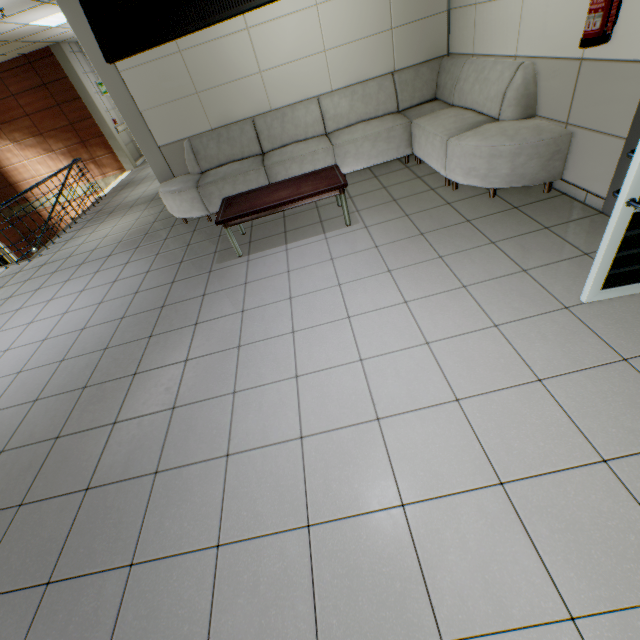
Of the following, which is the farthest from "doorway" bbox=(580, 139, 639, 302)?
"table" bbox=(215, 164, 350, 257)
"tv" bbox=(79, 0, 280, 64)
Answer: "table" bbox=(215, 164, 350, 257)

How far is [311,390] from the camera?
2.3m

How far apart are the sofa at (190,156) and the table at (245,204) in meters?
0.7

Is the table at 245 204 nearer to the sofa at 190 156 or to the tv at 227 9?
the sofa at 190 156

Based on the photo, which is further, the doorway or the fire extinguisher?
the fire extinguisher

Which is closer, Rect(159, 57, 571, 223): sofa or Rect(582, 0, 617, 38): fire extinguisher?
Rect(582, 0, 617, 38): fire extinguisher

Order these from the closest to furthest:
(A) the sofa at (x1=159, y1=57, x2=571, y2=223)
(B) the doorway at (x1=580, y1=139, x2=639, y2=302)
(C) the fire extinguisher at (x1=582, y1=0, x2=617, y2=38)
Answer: Answer:
1. (B) the doorway at (x1=580, y1=139, x2=639, y2=302)
2. (C) the fire extinguisher at (x1=582, y1=0, x2=617, y2=38)
3. (A) the sofa at (x1=159, y1=57, x2=571, y2=223)

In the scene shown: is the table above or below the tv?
below
